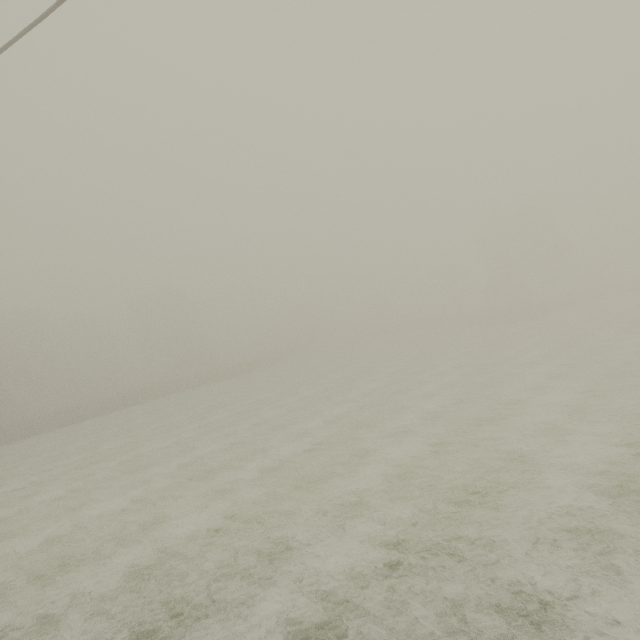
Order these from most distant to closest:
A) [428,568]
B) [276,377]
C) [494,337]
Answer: [276,377] → [494,337] → [428,568]
